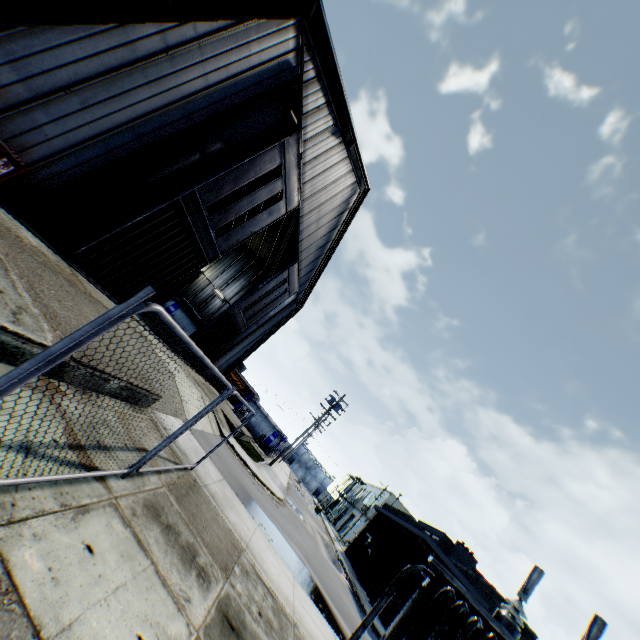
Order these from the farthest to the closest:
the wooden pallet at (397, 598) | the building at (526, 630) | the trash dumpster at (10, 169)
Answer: the wooden pallet at (397, 598), the building at (526, 630), the trash dumpster at (10, 169)

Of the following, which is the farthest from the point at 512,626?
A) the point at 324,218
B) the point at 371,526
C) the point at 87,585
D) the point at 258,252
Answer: the point at 371,526

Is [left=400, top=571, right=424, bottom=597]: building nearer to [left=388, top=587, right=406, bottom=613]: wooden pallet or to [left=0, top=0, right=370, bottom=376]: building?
[left=388, top=587, right=406, bottom=613]: wooden pallet

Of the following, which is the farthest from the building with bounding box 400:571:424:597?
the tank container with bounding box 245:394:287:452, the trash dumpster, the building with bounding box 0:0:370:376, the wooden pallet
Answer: the trash dumpster

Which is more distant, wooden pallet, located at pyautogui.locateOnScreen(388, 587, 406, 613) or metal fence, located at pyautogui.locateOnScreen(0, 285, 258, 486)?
wooden pallet, located at pyautogui.locateOnScreen(388, 587, 406, 613)

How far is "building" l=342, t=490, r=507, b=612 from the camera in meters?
22.1

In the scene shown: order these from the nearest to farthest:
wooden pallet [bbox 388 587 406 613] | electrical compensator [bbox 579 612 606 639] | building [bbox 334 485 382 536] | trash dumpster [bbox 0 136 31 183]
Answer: electrical compensator [bbox 579 612 606 639] → trash dumpster [bbox 0 136 31 183] → wooden pallet [bbox 388 587 406 613] → building [bbox 334 485 382 536]

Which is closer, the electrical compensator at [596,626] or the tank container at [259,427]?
the electrical compensator at [596,626]
